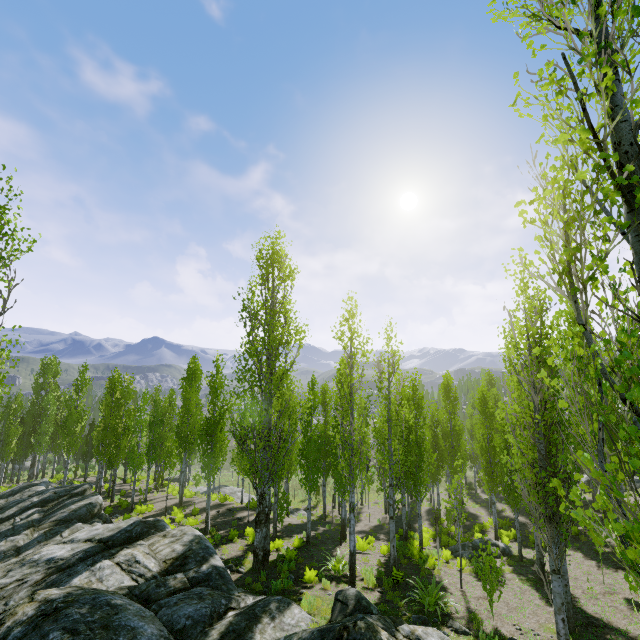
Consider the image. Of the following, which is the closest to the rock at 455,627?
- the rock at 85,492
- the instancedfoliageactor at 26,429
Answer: the instancedfoliageactor at 26,429

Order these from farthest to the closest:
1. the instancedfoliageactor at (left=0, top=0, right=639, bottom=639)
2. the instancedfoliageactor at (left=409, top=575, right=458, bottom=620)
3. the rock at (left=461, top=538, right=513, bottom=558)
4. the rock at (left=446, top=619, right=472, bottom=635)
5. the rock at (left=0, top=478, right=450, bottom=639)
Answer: the rock at (left=461, top=538, right=513, bottom=558) → the instancedfoliageactor at (left=409, top=575, right=458, bottom=620) → the rock at (left=446, top=619, right=472, bottom=635) → the rock at (left=0, top=478, right=450, bottom=639) → the instancedfoliageactor at (left=0, top=0, right=639, bottom=639)

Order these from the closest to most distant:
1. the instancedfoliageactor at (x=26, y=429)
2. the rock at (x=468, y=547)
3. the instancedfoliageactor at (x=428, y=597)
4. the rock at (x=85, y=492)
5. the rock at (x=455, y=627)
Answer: the instancedfoliageactor at (x=26, y=429) < the rock at (x=85, y=492) < the rock at (x=455, y=627) < the instancedfoliageactor at (x=428, y=597) < the rock at (x=468, y=547)

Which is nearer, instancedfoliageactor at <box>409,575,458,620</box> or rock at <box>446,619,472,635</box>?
rock at <box>446,619,472,635</box>

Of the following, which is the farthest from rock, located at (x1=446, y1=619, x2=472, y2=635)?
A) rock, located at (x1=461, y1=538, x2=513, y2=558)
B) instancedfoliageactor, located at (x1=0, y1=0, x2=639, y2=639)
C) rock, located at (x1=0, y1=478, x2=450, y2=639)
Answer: rock, located at (x1=461, y1=538, x2=513, y2=558)

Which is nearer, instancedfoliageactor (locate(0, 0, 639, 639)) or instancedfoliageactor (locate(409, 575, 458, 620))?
instancedfoliageactor (locate(0, 0, 639, 639))

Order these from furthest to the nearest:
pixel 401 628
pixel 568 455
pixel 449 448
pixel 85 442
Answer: pixel 85 442 → pixel 568 455 → pixel 449 448 → pixel 401 628

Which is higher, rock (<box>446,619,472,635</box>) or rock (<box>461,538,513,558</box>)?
rock (<box>446,619,472,635</box>)
